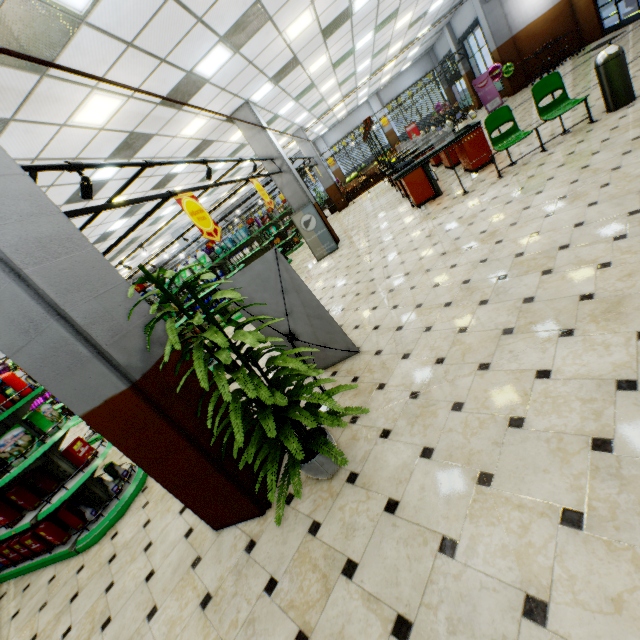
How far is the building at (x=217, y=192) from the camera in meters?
17.5 m

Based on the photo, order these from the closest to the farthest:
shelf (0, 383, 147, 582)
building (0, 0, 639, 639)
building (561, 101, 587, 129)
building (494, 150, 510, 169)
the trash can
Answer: building (0, 0, 639, 639)
shelf (0, 383, 147, 582)
the trash can
building (561, 101, 587, 129)
building (494, 150, 510, 169)

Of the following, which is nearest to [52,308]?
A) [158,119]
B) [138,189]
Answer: [158,119]

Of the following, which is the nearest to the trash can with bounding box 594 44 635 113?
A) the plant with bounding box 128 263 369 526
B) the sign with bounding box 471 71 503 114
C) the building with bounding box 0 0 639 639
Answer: the building with bounding box 0 0 639 639

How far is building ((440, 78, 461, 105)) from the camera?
23.77m

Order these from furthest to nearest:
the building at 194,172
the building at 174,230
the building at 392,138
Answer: the building at 392,138
the building at 174,230
the building at 194,172

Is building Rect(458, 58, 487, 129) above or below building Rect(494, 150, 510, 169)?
above
